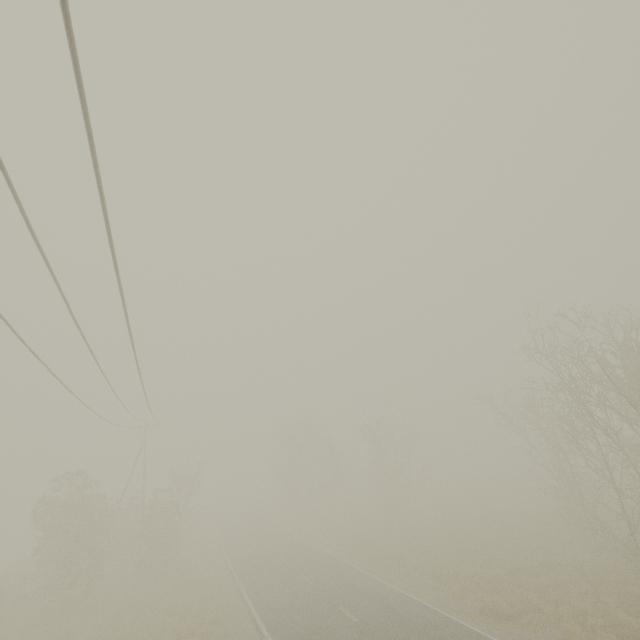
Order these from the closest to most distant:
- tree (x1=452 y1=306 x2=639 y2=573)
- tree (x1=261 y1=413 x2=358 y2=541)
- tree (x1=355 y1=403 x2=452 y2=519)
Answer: tree (x1=452 y1=306 x2=639 y2=573) → tree (x1=355 y1=403 x2=452 y2=519) → tree (x1=261 y1=413 x2=358 y2=541)

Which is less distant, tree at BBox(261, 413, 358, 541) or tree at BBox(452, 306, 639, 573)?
tree at BBox(452, 306, 639, 573)

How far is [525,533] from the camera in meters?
24.4 m

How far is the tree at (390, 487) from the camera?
37.31m

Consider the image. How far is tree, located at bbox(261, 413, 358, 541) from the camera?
45.49m

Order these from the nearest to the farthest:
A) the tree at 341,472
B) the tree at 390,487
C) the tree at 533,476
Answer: the tree at 533,476 < the tree at 390,487 < the tree at 341,472

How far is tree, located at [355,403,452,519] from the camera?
37.3 meters
